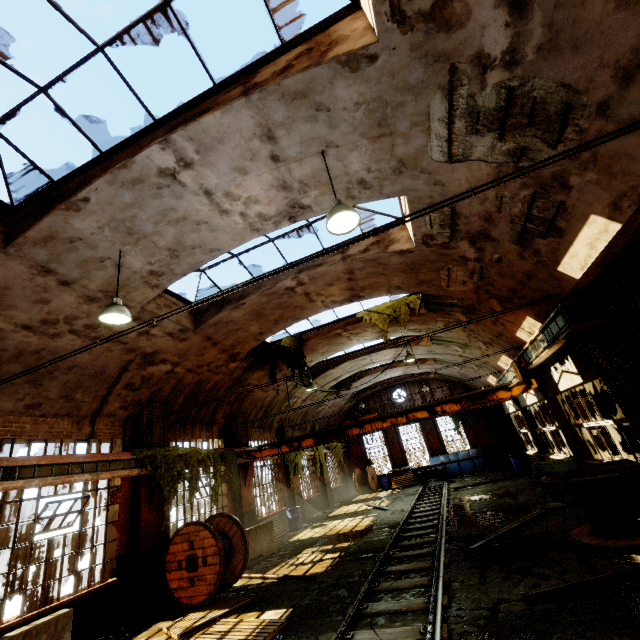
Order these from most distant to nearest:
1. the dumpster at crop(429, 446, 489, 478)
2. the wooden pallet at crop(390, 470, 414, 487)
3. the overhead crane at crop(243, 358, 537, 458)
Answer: the wooden pallet at crop(390, 470, 414, 487), the dumpster at crop(429, 446, 489, 478), the overhead crane at crop(243, 358, 537, 458)

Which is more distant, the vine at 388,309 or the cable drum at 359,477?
the cable drum at 359,477

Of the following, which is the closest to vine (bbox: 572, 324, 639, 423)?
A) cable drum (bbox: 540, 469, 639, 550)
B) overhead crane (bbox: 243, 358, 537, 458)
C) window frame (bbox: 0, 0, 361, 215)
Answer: cable drum (bbox: 540, 469, 639, 550)

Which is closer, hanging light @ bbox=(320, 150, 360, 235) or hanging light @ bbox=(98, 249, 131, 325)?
hanging light @ bbox=(320, 150, 360, 235)

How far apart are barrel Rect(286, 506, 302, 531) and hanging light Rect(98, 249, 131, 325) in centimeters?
1355cm

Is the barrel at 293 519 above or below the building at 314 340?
below

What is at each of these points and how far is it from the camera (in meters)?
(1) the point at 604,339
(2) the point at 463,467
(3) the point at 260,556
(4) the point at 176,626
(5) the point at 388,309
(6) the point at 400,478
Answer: (1) vine, 7.42
(2) dumpster, 22.75
(3) concrete barricade, 11.26
(4) wooden pallet, 6.83
(5) vine, 13.23
(6) wooden pallet, 23.92

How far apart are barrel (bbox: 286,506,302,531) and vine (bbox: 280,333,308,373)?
7.2m
